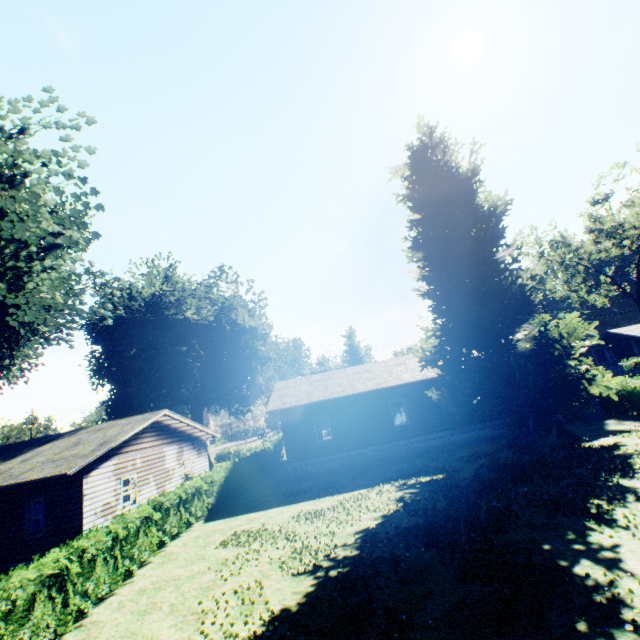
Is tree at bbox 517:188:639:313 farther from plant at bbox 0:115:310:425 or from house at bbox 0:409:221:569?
house at bbox 0:409:221:569

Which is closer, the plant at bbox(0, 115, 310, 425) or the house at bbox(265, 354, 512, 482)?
the plant at bbox(0, 115, 310, 425)

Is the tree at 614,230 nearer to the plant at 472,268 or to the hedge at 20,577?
the plant at 472,268

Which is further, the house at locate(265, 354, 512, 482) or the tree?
the tree

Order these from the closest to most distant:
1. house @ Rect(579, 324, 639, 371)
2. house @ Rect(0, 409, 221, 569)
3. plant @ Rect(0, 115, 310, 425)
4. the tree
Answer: plant @ Rect(0, 115, 310, 425)
house @ Rect(0, 409, 221, 569)
the tree
house @ Rect(579, 324, 639, 371)

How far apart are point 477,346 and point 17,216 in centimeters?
2030cm

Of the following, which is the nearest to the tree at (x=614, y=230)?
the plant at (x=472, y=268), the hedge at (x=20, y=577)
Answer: the plant at (x=472, y=268)

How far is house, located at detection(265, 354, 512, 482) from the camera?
20.1 meters
